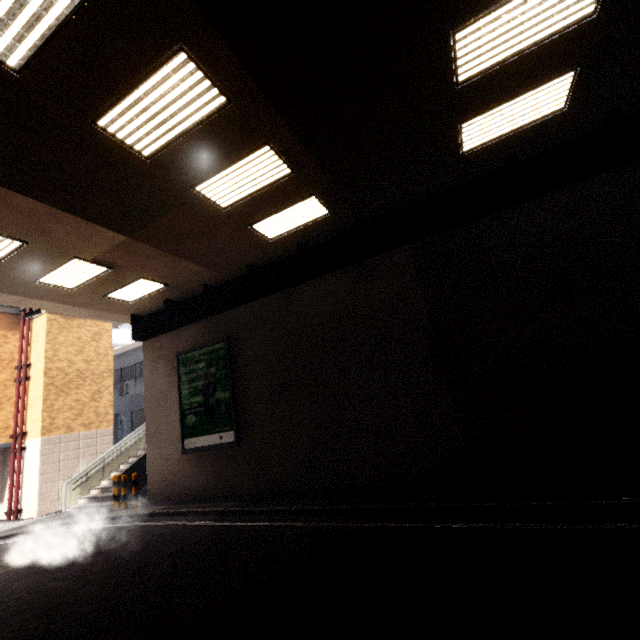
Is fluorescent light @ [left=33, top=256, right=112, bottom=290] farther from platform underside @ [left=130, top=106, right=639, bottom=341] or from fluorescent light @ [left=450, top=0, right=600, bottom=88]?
fluorescent light @ [left=450, top=0, right=600, bottom=88]

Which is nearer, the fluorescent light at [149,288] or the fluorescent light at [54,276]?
the fluorescent light at [54,276]

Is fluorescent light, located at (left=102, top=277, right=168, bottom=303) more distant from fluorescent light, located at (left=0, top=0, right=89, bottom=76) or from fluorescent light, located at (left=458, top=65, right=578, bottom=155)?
fluorescent light, located at (left=458, top=65, right=578, bottom=155)

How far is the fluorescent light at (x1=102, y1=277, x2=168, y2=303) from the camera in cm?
1031

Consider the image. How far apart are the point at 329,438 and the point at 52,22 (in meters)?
9.11

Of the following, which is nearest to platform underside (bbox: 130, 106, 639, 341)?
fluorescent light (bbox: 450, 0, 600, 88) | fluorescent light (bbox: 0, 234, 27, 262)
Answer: fluorescent light (bbox: 450, 0, 600, 88)

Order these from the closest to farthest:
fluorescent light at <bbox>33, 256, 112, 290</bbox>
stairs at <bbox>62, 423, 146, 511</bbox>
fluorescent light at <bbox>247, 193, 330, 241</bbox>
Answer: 1. fluorescent light at <bbox>247, 193, 330, 241</bbox>
2. fluorescent light at <bbox>33, 256, 112, 290</bbox>
3. stairs at <bbox>62, 423, 146, 511</bbox>

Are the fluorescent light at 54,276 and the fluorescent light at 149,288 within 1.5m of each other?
yes
